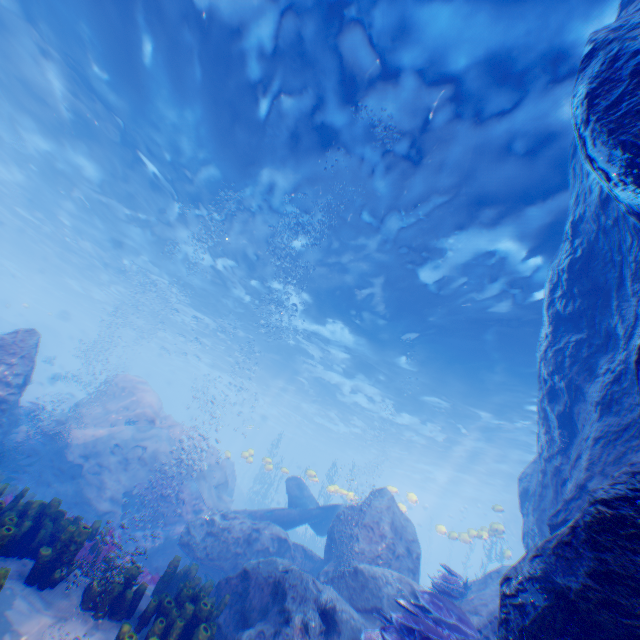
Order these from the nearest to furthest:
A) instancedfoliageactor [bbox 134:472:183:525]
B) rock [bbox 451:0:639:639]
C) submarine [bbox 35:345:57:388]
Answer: rock [bbox 451:0:639:639]
instancedfoliageactor [bbox 134:472:183:525]
submarine [bbox 35:345:57:388]

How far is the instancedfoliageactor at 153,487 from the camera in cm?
1152

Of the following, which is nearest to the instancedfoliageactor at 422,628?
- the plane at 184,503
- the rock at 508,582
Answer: the rock at 508,582

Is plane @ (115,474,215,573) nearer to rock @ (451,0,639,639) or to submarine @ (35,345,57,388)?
rock @ (451,0,639,639)

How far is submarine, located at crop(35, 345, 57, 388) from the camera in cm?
2123

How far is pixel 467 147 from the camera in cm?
823

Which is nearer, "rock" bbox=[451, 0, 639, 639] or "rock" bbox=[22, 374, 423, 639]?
"rock" bbox=[451, 0, 639, 639]

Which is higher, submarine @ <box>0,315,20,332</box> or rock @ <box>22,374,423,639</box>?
submarine @ <box>0,315,20,332</box>
